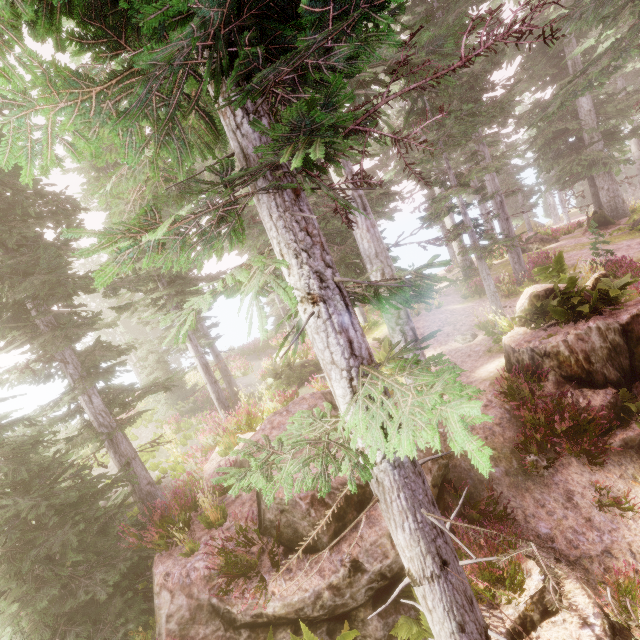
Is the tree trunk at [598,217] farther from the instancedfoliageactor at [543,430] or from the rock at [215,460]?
the rock at [215,460]

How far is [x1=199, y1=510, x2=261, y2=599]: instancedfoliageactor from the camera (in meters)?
5.12

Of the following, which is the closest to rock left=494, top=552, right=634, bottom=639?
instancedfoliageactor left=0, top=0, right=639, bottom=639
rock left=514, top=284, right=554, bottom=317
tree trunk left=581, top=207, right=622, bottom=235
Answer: instancedfoliageactor left=0, top=0, right=639, bottom=639

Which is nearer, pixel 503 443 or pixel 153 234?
pixel 153 234

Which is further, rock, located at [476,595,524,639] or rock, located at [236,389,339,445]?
rock, located at [236,389,339,445]

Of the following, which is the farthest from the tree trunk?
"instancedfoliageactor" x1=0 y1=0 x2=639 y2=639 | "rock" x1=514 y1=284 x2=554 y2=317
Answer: "rock" x1=514 y1=284 x2=554 y2=317

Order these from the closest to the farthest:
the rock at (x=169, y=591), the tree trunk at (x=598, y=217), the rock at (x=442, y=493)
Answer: the rock at (x=169, y=591) → the rock at (x=442, y=493) → the tree trunk at (x=598, y=217)

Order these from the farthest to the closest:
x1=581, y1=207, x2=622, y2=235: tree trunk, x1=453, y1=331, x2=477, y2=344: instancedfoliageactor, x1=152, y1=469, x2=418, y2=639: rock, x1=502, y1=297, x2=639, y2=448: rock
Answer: x1=581, y1=207, x2=622, y2=235: tree trunk
x1=453, y1=331, x2=477, y2=344: instancedfoliageactor
x1=502, y1=297, x2=639, y2=448: rock
x1=152, y1=469, x2=418, y2=639: rock
